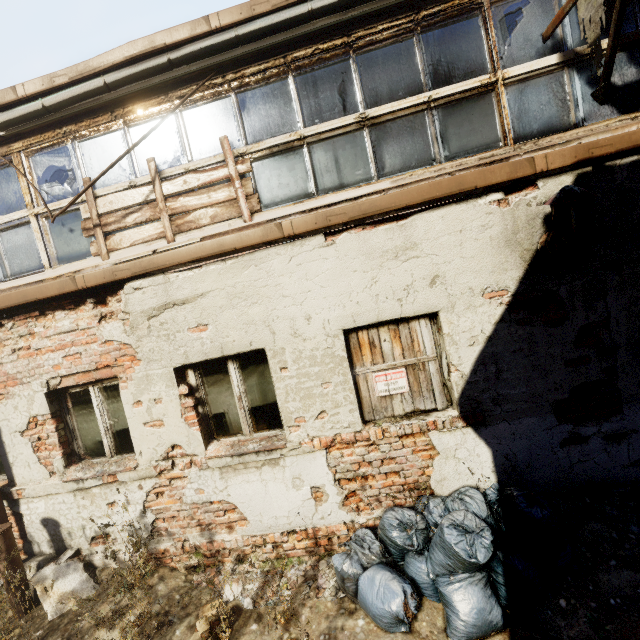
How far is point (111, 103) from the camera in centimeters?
403cm

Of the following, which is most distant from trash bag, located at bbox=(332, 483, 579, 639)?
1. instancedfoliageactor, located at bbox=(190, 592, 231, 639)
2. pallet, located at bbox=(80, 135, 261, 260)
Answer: pallet, located at bbox=(80, 135, 261, 260)

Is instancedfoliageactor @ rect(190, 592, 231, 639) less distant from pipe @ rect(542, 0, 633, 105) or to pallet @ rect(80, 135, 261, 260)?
pallet @ rect(80, 135, 261, 260)

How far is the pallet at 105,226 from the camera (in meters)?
3.94

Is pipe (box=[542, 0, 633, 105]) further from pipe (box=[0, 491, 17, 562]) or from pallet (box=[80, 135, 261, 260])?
pipe (box=[0, 491, 17, 562])

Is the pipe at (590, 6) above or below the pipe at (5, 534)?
above

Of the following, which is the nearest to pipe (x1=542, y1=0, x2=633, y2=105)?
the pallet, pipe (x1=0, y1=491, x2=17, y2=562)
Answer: the pallet

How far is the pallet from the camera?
3.94m
